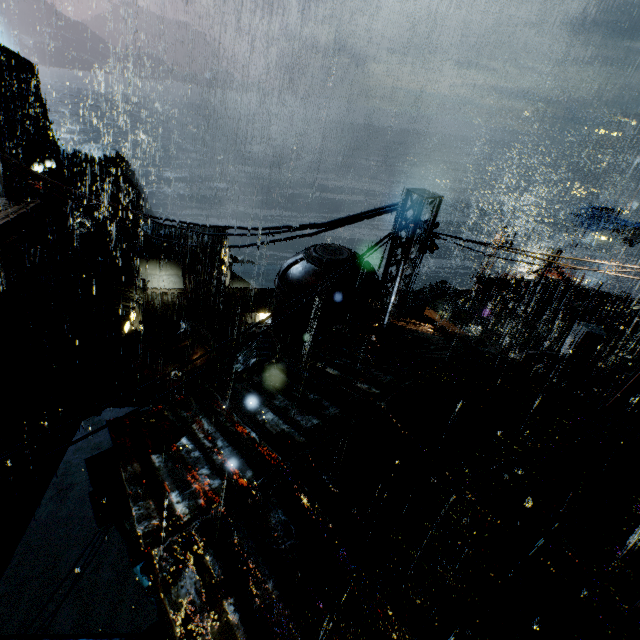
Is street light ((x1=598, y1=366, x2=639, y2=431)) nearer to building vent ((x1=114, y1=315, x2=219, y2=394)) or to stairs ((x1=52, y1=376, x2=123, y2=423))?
building vent ((x1=114, y1=315, x2=219, y2=394))

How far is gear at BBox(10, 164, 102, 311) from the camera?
30.5m

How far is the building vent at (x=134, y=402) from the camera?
20.4 meters

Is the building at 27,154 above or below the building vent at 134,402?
above

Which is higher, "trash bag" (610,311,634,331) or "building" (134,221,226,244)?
"trash bag" (610,311,634,331)

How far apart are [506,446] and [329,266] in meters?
7.8 m

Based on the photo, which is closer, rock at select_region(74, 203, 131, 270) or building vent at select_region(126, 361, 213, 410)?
A: building vent at select_region(126, 361, 213, 410)

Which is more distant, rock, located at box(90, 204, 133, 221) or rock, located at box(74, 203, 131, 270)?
rock, located at box(90, 204, 133, 221)
